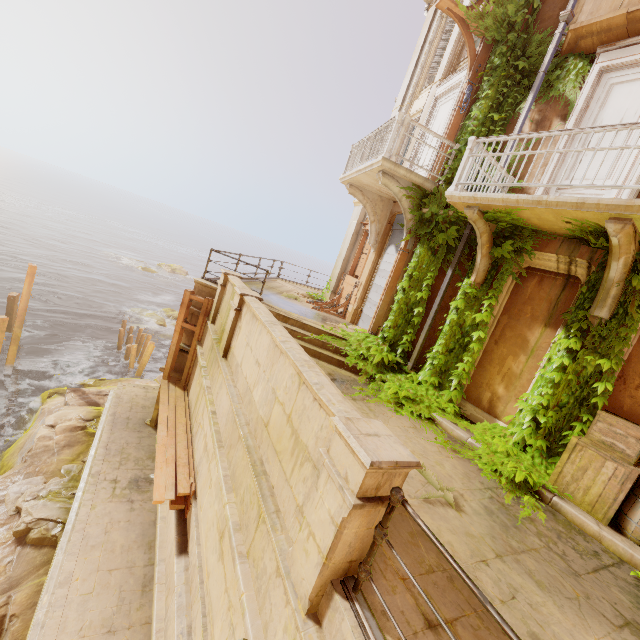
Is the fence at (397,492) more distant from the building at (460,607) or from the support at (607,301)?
the support at (607,301)

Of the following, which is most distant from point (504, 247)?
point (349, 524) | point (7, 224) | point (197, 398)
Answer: point (7, 224)

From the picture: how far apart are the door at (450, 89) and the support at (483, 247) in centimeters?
372cm

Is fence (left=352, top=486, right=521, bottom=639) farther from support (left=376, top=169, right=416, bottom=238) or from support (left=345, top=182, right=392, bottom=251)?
support (left=345, top=182, right=392, bottom=251)

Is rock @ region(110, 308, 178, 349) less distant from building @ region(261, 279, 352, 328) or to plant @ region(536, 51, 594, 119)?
building @ region(261, 279, 352, 328)

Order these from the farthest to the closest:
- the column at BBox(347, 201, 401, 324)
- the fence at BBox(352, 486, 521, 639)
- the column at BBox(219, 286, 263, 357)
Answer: the column at BBox(347, 201, 401, 324)
the column at BBox(219, 286, 263, 357)
the fence at BBox(352, 486, 521, 639)

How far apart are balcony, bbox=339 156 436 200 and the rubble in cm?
1180

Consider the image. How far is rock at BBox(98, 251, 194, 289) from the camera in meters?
44.4
